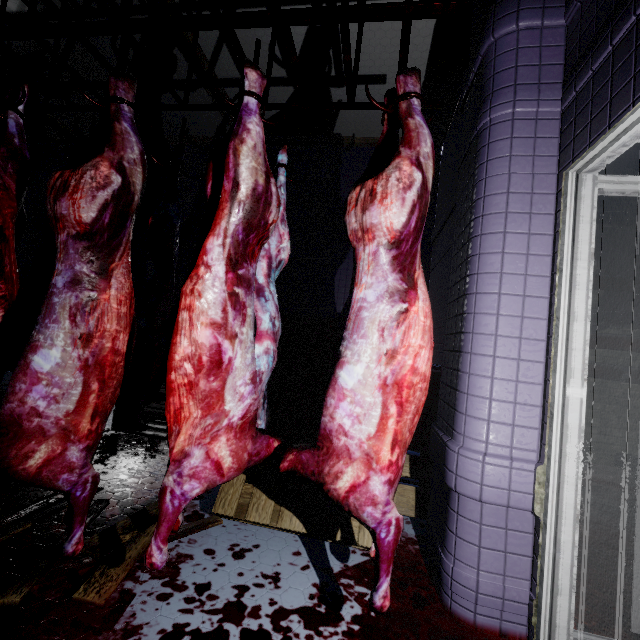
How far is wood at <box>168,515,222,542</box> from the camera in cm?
169

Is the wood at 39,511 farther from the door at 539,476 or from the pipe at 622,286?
the pipe at 622,286

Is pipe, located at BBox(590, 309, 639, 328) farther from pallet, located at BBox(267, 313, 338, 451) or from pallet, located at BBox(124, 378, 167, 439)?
pallet, located at BBox(124, 378, 167, 439)

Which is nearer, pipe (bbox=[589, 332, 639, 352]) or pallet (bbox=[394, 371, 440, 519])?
pallet (bbox=[394, 371, 440, 519])

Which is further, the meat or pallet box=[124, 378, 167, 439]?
pallet box=[124, 378, 167, 439]

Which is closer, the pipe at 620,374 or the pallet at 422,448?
the pallet at 422,448

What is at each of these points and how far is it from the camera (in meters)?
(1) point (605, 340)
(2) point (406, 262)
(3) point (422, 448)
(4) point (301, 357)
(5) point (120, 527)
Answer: (1) pipe, 3.99
(2) meat, 1.16
(3) pallet, 2.35
(4) pallet, 2.40
(5) wood, 1.61
